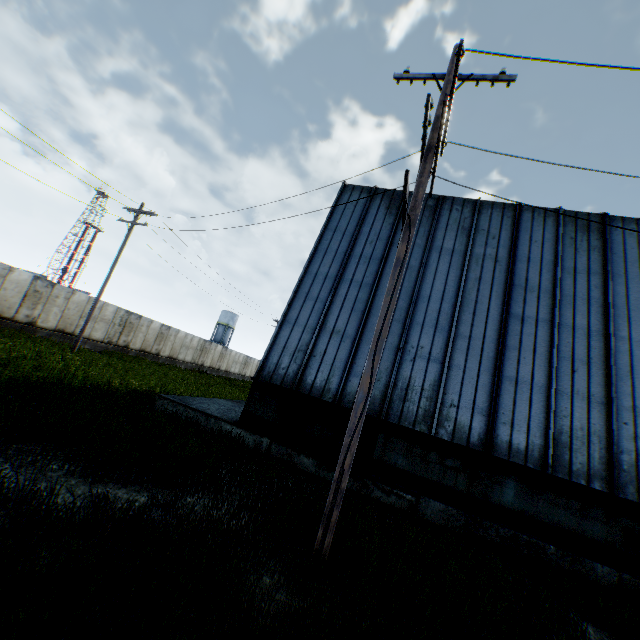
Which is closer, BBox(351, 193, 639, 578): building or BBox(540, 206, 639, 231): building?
BBox(351, 193, 639, 578): building

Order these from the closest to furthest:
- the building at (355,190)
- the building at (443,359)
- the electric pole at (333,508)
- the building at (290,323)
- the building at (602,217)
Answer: the electric pole at (333,508)
the building at (443,359)
the building at (290,323)
the building at (602,217)
the building at (355,190)

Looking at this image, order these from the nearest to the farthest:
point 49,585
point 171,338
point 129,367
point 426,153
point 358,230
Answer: point 49,585, point 426,153, point 358,230, point 129,367, point 171,338

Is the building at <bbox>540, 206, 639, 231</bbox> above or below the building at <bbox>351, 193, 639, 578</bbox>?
above

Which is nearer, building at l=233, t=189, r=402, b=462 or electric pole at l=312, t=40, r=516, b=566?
electric pole at l=312, t=40, r=516, b=566

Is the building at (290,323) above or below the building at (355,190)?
below

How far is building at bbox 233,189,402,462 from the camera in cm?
992
